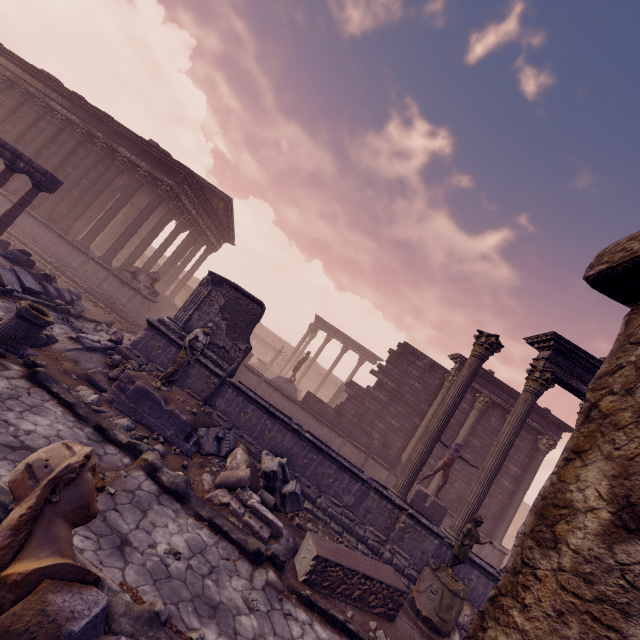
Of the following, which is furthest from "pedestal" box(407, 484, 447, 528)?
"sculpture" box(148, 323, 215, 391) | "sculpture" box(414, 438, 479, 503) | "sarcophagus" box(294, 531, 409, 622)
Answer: "sculpture" box(148, 323, 215, 391)

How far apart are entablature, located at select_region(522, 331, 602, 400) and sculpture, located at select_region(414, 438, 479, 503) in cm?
394

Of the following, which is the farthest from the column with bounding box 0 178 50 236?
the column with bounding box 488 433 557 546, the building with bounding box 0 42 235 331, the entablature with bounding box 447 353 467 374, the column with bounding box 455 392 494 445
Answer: the column with bounding box 488 433 557 546

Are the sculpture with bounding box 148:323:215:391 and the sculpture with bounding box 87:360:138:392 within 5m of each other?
yes

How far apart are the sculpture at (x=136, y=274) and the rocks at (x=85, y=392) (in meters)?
9.05

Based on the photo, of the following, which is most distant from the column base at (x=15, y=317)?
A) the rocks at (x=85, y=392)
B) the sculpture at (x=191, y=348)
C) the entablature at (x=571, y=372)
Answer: the entablature at (x=571, y=372)

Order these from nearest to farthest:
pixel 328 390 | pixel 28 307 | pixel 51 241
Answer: pixel 28 307
pixel 51 241
pixel 328 390

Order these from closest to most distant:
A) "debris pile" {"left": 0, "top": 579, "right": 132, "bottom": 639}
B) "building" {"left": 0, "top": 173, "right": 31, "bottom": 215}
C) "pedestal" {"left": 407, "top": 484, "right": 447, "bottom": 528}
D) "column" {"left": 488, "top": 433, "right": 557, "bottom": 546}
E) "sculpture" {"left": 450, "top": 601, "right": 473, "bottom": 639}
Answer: "debris pile" {"left": 0, "top": 579, "right": 132, "bottom": 639}
"sculpture" {"left": 450, "top": 601, "right": 473, "bottom": 639}
"pedestal" {"left": 407, "top": 484, "right": 447, "bottom": 528}
"column" {"left": 488, "top": 433, "right": 557, "bottom": 546}
"building" {"left": 0, "top": 173, "right": 31, "bottom": 215}
